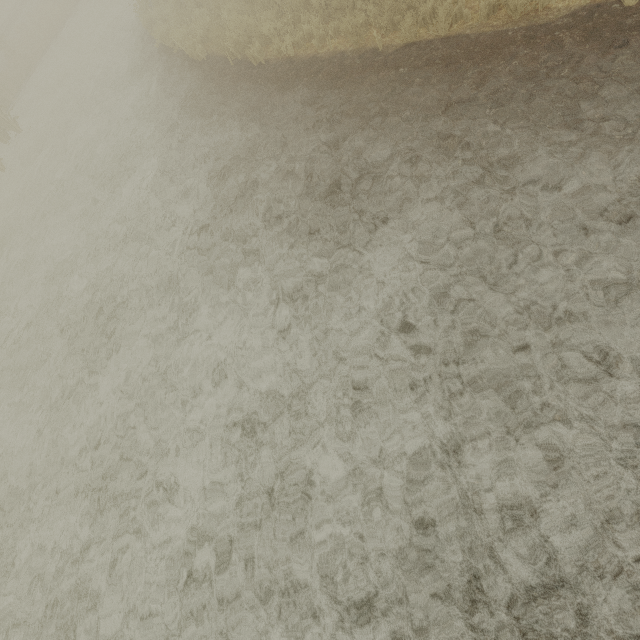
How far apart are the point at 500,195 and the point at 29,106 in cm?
2227
